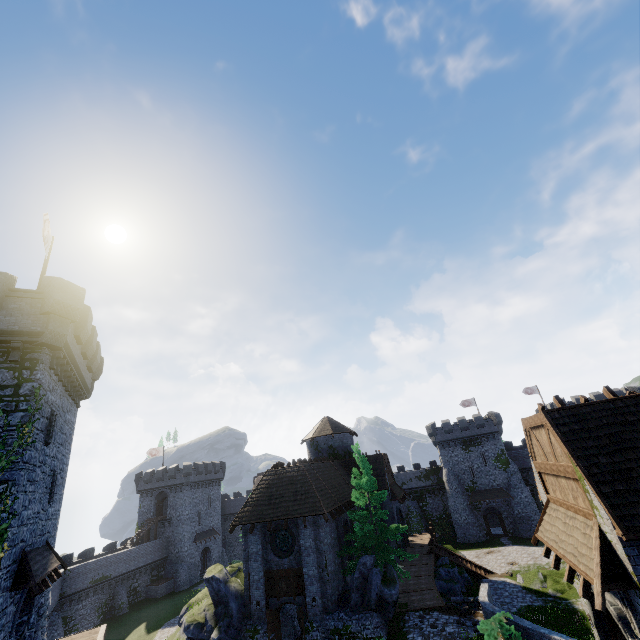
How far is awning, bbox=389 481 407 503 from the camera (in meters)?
30.81

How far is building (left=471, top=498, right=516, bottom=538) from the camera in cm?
4684

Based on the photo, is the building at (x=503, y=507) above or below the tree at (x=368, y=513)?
below

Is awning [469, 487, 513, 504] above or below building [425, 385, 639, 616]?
below

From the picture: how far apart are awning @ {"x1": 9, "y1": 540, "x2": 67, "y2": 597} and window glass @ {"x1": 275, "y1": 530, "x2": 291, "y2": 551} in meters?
11.6 m

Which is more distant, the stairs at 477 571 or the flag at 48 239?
the stairs at 477 571

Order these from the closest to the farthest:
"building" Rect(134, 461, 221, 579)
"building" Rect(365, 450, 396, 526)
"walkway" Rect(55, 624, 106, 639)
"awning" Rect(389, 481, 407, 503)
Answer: "walkway" Rect(55, 624, 106, 639), "building" Rect(365, 450, 396, 526), "awning" Rect(389, 481, 407, 503), "building" Rect(134, 461, 221, 579)

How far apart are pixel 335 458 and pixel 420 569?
11.80m
